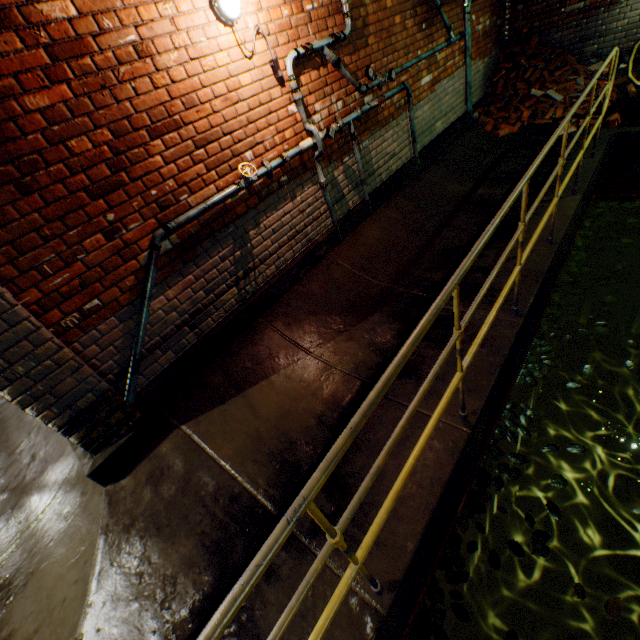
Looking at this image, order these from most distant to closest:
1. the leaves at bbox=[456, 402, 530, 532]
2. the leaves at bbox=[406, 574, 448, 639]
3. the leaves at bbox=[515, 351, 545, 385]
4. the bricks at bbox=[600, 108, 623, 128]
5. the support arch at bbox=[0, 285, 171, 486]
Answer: the bricks at bbox=[600, 108, 623, 128] < the leaves at bbox=[515, 351, 545, 385] < the leaves at bbox=[456, 402, 530, 532] < the leaves at bbox=[406, 574, 448, 639] < the support arch at bbox=[0, 285, 171, 486]

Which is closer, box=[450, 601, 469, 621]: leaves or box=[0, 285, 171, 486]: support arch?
box=[0, 285, 171, 486]: support arch

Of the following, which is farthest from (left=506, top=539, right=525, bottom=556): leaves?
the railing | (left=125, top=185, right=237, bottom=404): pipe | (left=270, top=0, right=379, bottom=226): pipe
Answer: (left=125, top=185, right=237, bottom=404): pipe

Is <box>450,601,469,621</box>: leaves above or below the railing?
below

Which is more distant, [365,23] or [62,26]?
[365,23]

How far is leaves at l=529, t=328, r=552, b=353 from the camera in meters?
4.0

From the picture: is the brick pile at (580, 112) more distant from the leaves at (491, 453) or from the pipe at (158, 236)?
the pipe at (158, 236)

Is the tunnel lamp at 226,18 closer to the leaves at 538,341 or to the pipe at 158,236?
the pipe at 158,236
